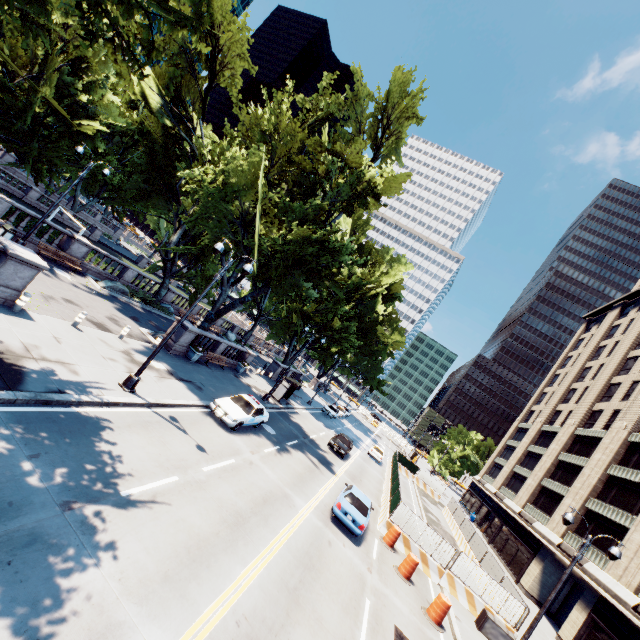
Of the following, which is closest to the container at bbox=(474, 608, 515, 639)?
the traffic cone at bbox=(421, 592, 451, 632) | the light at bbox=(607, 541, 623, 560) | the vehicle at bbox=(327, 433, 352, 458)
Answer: the traffic cone at bbox=(421, 592, 451, 632)

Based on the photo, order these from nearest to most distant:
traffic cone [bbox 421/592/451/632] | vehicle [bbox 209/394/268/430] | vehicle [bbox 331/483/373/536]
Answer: traffic cone [bbox 421/592/451/632]
vehicle [bbox 331/483/373/536]
vehicle [bbox 209/394/268/430]

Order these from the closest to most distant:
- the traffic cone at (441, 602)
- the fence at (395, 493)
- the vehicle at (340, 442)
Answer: the traffic cone at (441, 602), the fence at (395, 493), the vehicle at (340, 442)

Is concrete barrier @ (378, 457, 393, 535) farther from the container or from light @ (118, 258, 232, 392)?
light @ (118, 258, 232, 392)

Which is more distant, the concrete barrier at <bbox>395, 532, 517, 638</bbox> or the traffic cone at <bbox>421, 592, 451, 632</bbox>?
the concrete barrier at <bbox>395, 532, 517, 638</bbox>

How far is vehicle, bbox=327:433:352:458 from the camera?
28.30m

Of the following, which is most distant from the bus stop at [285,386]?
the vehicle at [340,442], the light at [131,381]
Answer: the light at [131,381]

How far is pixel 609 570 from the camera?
23.6 meters
